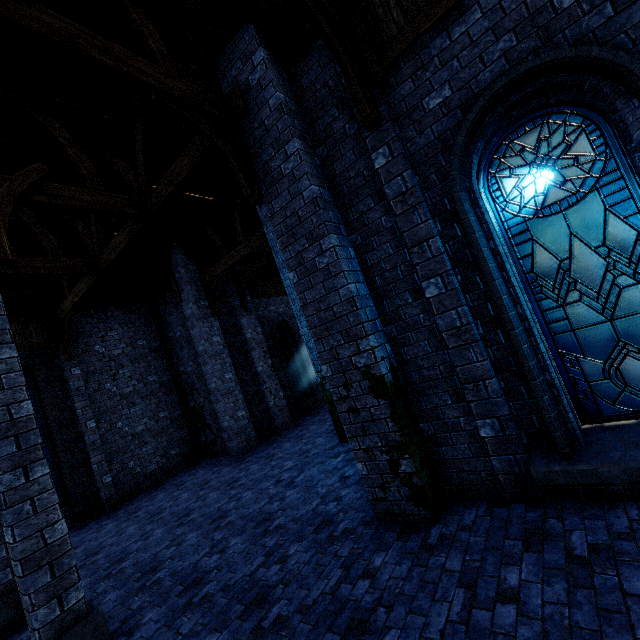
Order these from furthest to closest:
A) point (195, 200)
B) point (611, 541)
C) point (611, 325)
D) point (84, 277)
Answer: point (195, 200) → point (84, 277) → point (611, 325) → point (611, 541)

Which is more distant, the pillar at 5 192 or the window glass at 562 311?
the pillar at 5 192

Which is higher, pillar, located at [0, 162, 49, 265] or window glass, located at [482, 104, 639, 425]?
pillar, located at [0, 162, 49, 265]

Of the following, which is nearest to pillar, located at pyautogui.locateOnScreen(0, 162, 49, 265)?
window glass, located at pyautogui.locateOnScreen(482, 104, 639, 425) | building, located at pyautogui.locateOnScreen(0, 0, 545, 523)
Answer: building, located at pyautogui.locateOnScreen(0, 0, 545, 523)

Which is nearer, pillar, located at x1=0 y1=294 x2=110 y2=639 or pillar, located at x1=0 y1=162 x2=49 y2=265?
pillar, located at x1=0 y1=294 x2=110 y2=639

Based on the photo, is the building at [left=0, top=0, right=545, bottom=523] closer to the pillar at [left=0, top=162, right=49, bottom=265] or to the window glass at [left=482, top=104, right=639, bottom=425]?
the pillar at [left=0, top=162, right=49, bottom=265]

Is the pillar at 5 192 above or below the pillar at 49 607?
above

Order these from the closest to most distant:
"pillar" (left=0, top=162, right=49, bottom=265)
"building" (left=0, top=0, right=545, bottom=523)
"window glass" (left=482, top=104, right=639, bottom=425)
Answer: "window glass" (left=482, top=104, right=639, bottom=425) → "building" (left=0, top=0, right=545, bottom=523) → "pillar" (left=0, top=162, right=49, bottom=265)
